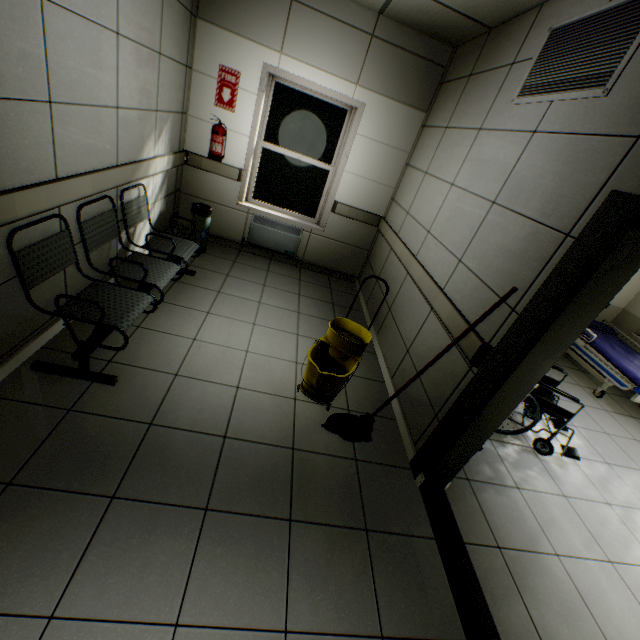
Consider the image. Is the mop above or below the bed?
below

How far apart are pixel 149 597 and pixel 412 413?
2.11m

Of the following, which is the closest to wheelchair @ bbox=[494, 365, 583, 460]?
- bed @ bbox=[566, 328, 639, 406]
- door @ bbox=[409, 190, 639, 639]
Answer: door @ bbox=[409, 190, 639, 639]

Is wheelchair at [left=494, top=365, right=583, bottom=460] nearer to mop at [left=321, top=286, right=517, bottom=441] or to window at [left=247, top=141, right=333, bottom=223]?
mop at [left=321, top=286, right=517, bottom=441]

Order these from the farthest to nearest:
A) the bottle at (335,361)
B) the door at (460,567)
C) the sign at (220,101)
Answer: the sign at (220,101) → the bottle at (335,361) → the door at (460,567)

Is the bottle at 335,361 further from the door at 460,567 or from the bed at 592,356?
the bed at 592,356

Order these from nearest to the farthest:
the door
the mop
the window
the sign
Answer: the door
the mop
the sign
the window

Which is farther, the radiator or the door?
the radiator
